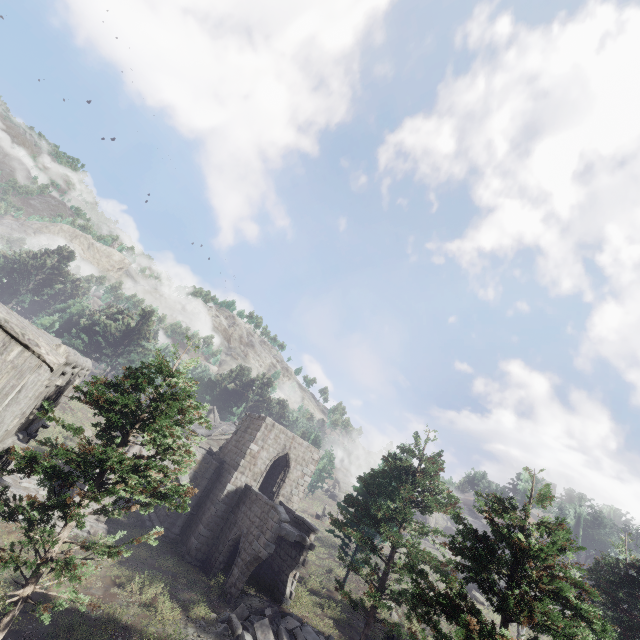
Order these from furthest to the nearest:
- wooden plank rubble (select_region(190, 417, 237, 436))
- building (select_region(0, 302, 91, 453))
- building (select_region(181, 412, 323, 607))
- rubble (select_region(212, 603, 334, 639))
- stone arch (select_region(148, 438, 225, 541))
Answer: wooden plank rubble (select_region(190, 417, 237, 436)) < stone arch (select_region(148, 438, 225, 541)) < building (select_region(181, 412, 323, 607)) < rubble (select_region(212, 603, 334, 639)) < building (select_region(0, 302, 91, 453))

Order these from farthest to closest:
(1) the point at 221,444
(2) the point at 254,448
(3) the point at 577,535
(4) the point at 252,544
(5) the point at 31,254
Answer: (3) the point at 577,535 → (5) the point at 31,254 → (1) the point at 221,444 → (2) the point at 254,448 → (4) the point at 252,544

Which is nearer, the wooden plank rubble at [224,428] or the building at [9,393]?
the building at [9,393]

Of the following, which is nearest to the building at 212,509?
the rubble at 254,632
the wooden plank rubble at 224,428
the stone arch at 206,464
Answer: the stone arch at 206,464

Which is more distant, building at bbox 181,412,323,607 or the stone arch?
the stone arch

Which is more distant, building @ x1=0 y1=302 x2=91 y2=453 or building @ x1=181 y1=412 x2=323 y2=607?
building @ x1=181 y1=412 x2=323 y2=607

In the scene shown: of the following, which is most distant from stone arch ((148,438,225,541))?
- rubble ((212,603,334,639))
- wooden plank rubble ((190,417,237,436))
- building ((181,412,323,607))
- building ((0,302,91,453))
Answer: wooden plank rubble ((190,417,237,436))

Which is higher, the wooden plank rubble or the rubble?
the wooden plank rubble
